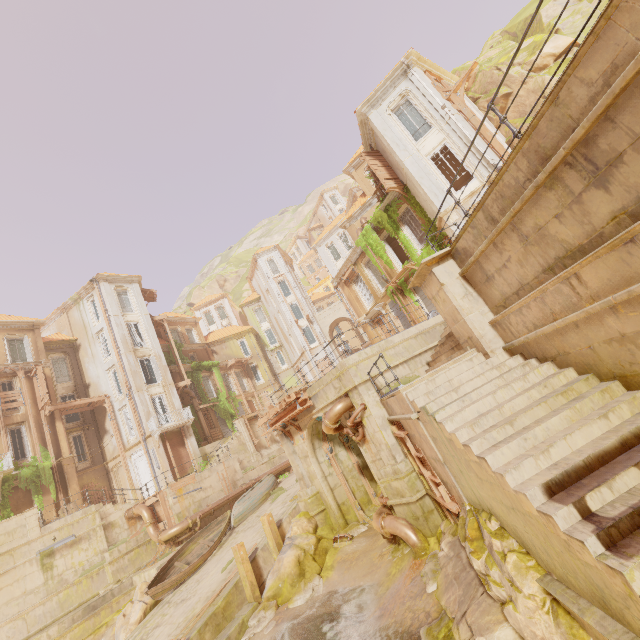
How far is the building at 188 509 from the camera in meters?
19.3

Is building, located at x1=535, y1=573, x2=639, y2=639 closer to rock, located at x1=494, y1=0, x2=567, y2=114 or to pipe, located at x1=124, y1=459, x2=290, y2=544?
rock, located at x1=494, y1=0, x2=567, y2=114

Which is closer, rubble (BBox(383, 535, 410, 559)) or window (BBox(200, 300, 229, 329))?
rubble (BBox(383, 535, 410, 559))

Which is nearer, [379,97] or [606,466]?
[606,466]

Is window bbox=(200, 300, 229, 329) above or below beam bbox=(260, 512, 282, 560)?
above

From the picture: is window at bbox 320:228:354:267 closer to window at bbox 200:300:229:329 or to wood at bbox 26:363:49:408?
window at bbox 200:300:229:329

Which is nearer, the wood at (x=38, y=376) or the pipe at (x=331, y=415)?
the pipe at (x=331, y=415)

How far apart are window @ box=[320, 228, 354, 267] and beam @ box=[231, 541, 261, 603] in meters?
35.6 m
